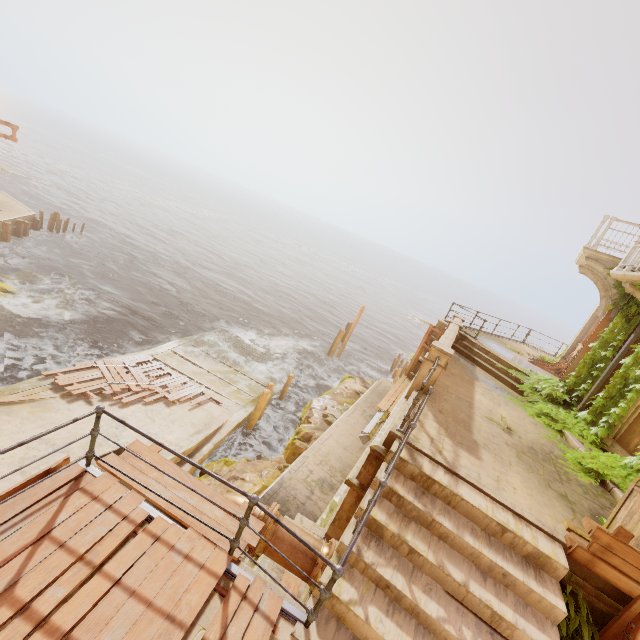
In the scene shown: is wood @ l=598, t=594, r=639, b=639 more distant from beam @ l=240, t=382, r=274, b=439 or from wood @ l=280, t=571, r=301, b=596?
beam @ l=240, t=382, r=274, b=439

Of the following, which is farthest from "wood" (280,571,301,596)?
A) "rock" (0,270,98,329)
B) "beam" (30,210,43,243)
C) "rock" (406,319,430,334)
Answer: "rock" (406,319,430,334)

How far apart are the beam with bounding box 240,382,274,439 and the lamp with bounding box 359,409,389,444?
7.2m

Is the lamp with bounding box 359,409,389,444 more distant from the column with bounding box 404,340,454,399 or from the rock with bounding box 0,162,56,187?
the rock with bounding box 0,162,56,187

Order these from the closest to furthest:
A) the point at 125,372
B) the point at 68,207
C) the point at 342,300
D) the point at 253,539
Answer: the point at 253,539 < the point at 125,372 < the point at 68,207 < the point at 342,300

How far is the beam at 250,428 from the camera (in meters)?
14.77

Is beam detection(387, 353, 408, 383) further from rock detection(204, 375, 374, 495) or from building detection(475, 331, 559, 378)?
building detection(475, 331, 559, 378)

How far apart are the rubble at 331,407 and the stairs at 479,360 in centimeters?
621cm
